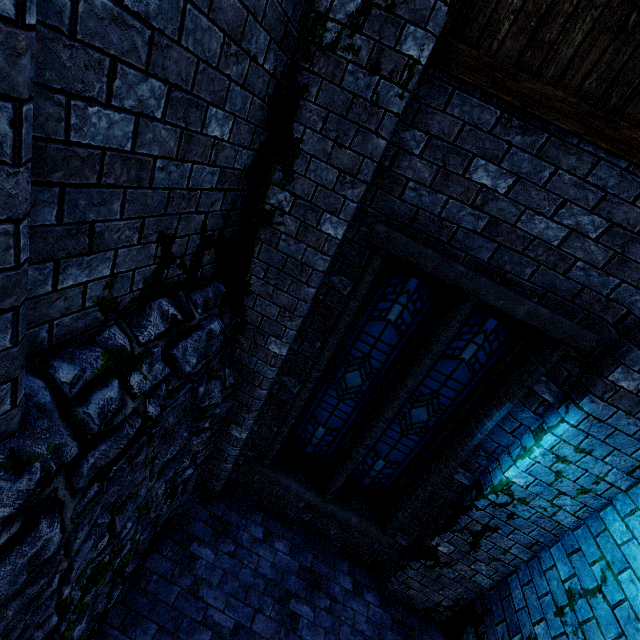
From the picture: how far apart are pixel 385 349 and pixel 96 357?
3.0 meters

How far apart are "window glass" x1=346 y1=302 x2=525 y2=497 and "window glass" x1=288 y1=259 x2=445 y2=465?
0.2 meters

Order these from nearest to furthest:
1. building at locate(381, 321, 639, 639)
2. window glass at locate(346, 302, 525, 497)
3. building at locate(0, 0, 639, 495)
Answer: building at locate(0, 0, 639, 495) → building at locate(381, 321, 639, 639) → window glass at locate(346, 302, 525, 497)

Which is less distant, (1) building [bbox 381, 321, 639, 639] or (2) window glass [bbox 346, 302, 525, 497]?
(1) building [bbox 381, 321, 639, 639]

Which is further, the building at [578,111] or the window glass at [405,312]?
the window glass at [405,312]

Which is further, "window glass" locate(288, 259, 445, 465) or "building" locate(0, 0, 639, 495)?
"window glass" locate(288, 259, 445, 465)

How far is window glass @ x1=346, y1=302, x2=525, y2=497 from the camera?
3.69m

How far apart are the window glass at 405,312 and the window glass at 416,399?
0.2 meters
